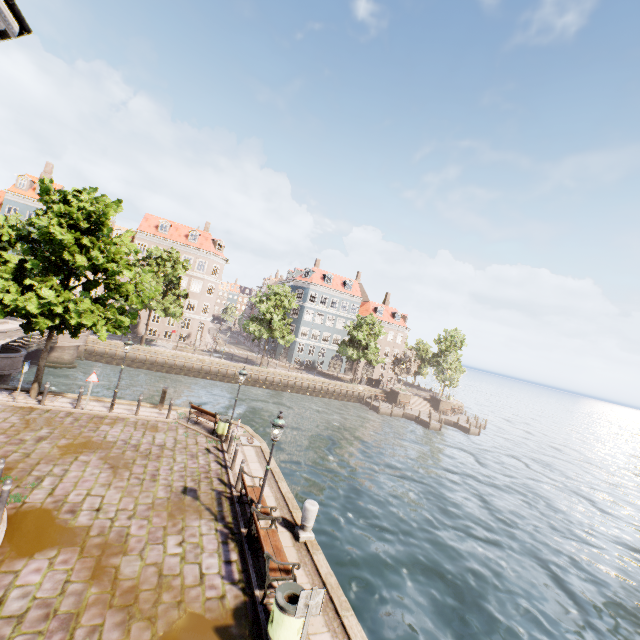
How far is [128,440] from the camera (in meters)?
13.89

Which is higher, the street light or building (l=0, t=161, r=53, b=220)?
building (l=0, t=161, r=53, b=220)

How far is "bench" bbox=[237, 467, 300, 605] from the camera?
7.4 meters

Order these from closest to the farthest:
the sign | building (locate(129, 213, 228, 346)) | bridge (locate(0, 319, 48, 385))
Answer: the sign → bridge (locate(0, 319, 48, 385)) → building (locate(129, 213, 228, 346))

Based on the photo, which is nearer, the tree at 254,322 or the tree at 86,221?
the tree at 86,221

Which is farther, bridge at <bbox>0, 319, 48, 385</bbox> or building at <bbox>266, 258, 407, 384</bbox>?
building at <bbox>266, 258, 407, 384</bbox>

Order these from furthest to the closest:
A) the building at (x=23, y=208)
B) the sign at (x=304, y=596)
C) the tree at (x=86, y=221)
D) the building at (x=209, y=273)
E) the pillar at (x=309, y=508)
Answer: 1. the building at (x=209, y=273)
2. the building at (x=23, y=208)
3. the tree at (x=86, y=221)
4. the pillar at (x=309, y=508)
5. the sign at (x=304, y=596)

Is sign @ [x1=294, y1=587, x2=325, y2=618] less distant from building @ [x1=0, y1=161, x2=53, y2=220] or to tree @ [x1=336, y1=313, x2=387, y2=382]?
building @ [x1=0, y1=161, x2=53, y2=220]
